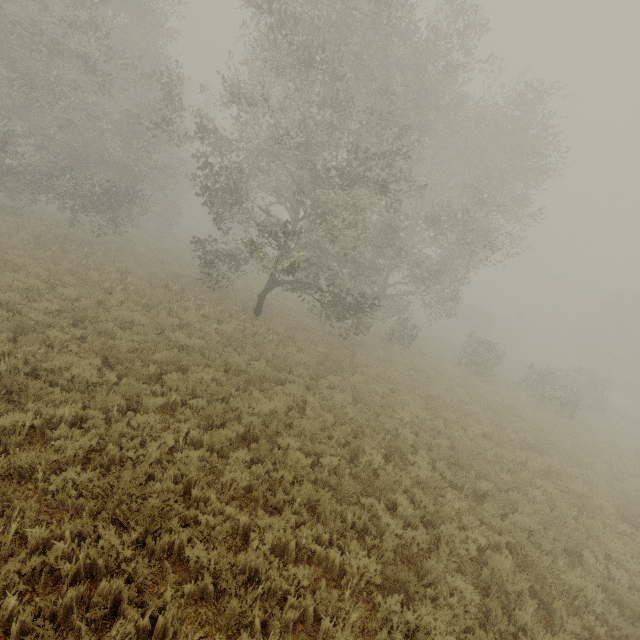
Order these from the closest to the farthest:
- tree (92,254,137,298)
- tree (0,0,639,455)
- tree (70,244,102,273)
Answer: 1. tree (0,0,639,455)
2. tree (92,254,137,298)
3. tree (70,244,102,273)

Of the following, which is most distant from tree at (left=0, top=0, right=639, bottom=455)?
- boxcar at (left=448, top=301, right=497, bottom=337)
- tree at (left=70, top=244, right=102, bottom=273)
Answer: boxcar at (left=448, top=301, right=497, bottom=337)

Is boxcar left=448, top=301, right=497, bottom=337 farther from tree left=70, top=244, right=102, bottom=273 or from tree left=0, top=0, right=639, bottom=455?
tree left=70, top=244, right=102, bottom=273

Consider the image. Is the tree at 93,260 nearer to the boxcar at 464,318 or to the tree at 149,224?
the tree at 149,224

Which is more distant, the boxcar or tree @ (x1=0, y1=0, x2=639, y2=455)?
the boxcar

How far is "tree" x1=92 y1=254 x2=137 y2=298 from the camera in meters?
12.9

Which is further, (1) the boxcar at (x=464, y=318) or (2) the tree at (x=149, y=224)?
(1) the boxcar at (x=464, y=318)

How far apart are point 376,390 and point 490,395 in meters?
10.1
